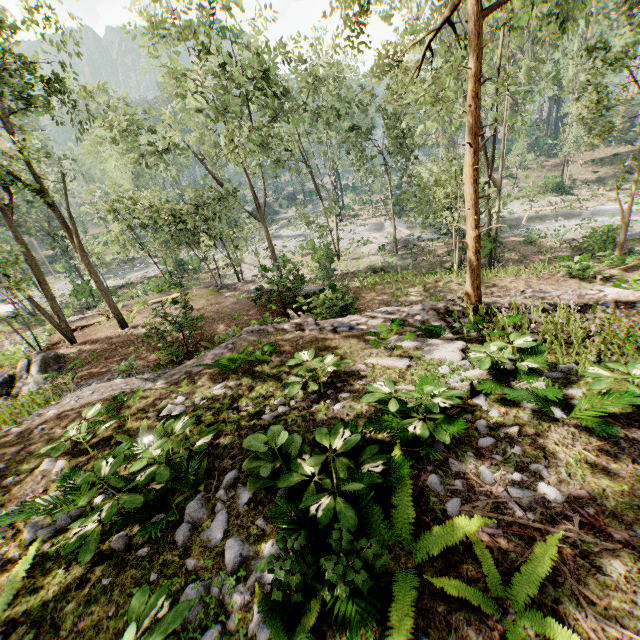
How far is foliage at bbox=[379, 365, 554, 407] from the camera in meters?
4.7 m

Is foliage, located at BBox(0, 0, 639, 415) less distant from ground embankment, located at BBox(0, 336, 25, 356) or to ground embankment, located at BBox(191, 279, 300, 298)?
ground embankment, located at BBox(0, 336, 25, 356)

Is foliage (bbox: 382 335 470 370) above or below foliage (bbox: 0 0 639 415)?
below

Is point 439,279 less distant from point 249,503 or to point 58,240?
point 249,503

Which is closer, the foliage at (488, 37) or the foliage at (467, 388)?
the foliage at (467, 388)

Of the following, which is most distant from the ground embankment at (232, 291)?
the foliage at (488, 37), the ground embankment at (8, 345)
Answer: the ground embankment at (8, 345)

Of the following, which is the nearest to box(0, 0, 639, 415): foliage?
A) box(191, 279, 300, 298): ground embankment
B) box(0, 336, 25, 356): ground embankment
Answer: box(0, 336, 25, 356): ground embankment
